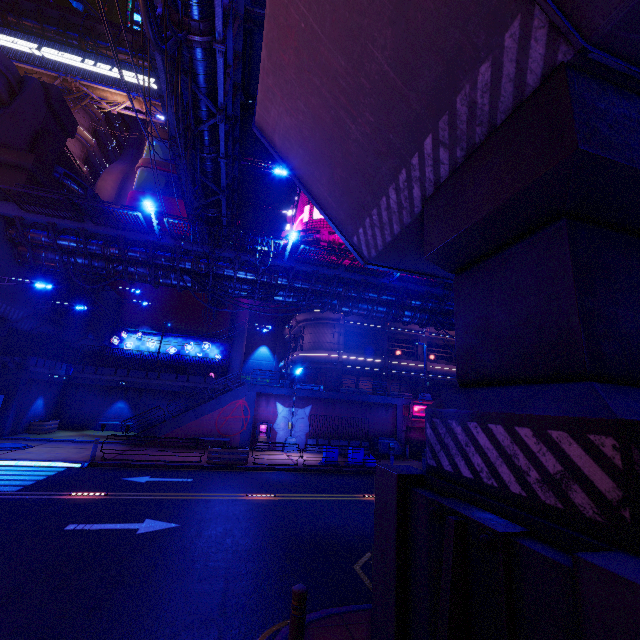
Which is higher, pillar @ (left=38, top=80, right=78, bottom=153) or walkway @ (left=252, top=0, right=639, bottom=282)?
pillar @ (left=38, top=80, right=78, bottom=153)

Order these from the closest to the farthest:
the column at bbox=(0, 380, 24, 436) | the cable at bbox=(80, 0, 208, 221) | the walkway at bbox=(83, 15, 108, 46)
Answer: the cable at bbox=(80, 0, 208, 221)
the column at bbox=(0, 380, 24, 436)
the walkway at bbox=(83, 15, 108, 46)

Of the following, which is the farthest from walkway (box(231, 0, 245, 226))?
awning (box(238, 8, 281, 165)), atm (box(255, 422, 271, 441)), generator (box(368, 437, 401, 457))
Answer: generator (box(368, 437, 401, 457))

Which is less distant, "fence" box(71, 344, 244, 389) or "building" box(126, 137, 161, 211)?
"fence" box(71, 344, 244, 389)

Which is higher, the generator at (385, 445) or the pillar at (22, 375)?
the pillar at (22, 375)

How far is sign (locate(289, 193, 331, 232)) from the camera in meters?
35.2 m

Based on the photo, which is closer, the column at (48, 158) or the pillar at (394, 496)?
the pillar at (394, 496)

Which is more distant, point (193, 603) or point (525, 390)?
point (193, 603)
